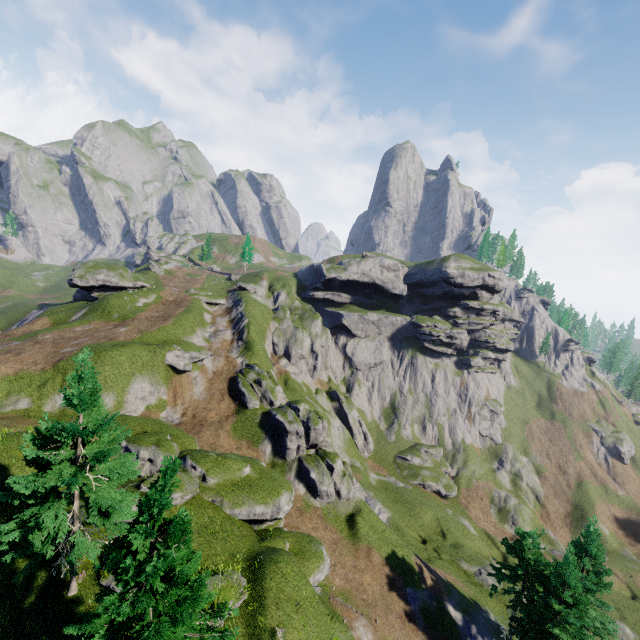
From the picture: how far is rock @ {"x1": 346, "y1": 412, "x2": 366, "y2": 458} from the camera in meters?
59.5 m

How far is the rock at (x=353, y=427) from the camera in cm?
5947

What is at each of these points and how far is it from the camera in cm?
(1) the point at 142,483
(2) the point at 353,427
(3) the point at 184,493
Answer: (1) rock, 2216
(2) rock, 5953
(3) rock, 2280

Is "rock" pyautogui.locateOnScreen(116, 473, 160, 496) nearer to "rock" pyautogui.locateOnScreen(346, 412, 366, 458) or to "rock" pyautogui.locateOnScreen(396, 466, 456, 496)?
"rock" pyautogui.locateOnScreen(346, 412, 366, 458)

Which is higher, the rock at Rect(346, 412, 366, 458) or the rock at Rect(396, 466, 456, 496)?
the rock at Rect(346, 412, 366, 458)

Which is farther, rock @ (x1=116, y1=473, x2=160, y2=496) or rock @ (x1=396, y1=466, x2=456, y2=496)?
rock @ (x1=396, y1=466, x2=456, y2=496)

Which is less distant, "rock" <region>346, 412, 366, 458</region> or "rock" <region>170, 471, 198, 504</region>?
"rock" <region>170, 471, 198, 504</region>

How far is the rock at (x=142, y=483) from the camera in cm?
2194
